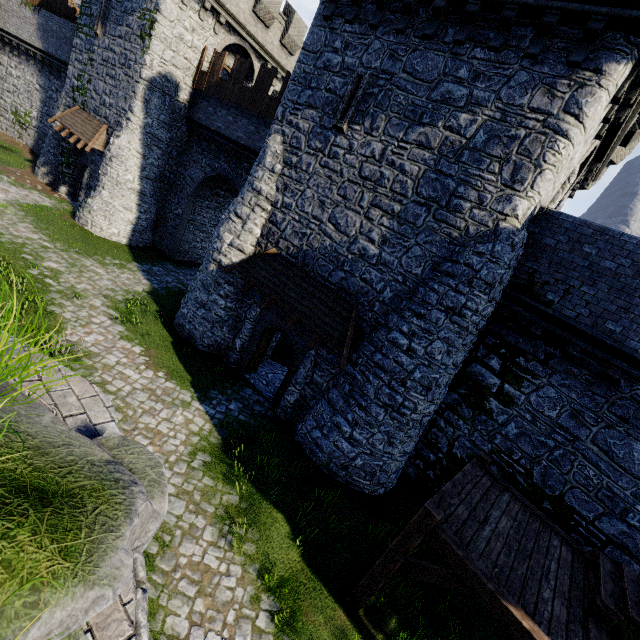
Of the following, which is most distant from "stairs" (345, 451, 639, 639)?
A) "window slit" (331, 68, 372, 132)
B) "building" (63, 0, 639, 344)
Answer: "window slit" (331, 68, 372, 132)

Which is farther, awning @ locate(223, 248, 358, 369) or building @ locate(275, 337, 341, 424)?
building @ locate(275, 337, 341, 424)

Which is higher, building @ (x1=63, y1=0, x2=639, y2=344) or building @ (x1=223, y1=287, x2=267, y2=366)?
building @ (x1=63, y1=0, x2=639, y2=344)

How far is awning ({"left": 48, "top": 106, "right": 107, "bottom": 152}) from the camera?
18.64m

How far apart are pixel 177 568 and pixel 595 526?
10.4m

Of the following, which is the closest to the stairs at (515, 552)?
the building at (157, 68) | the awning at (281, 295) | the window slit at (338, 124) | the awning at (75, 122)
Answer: the awning at (281, 295)

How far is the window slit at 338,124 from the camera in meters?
10.4 m

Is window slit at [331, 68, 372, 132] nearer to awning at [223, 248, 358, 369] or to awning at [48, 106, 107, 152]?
awning at [223, 248, 358, 369]
